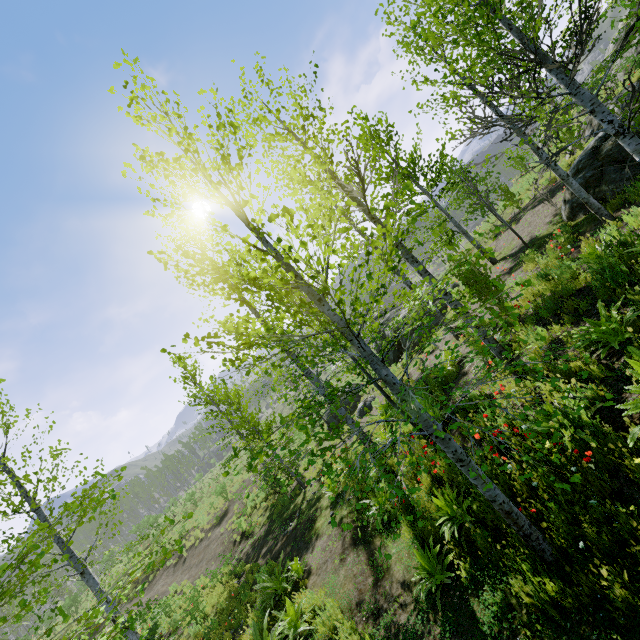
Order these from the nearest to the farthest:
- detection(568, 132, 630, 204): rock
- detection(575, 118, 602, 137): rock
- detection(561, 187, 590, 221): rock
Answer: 1. detection(568, 132, 630, 204): rock
2. detection(561, 187, 590, 221): rock
3. detection(575, 118, 602, 137): rock

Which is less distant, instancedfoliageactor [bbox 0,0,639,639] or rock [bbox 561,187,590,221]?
instancedfoliageactor [bbox 0,0,639,639]

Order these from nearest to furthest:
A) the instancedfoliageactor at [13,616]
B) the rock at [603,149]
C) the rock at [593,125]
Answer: the instancedfoliageactor at [13,616]
the rock at [603,149]
the rock at [593,125]

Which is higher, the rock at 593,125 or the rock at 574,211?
the rock at 593,125

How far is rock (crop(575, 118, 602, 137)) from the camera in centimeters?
1398cm

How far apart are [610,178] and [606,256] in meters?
4.5
